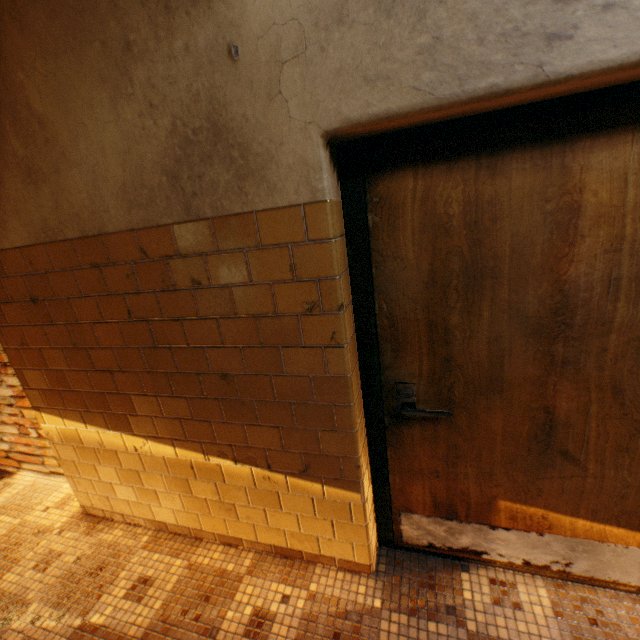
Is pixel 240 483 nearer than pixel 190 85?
No
